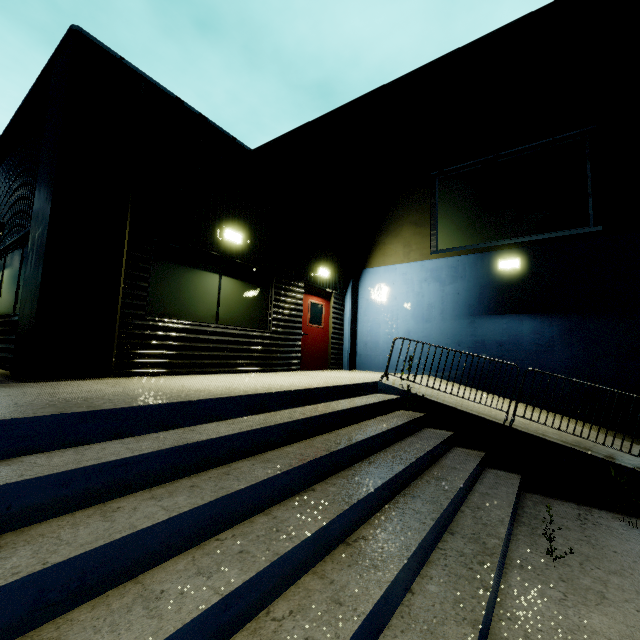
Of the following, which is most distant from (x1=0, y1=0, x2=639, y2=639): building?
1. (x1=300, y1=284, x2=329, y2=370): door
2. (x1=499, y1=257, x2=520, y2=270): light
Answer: (x1=499, y1=257, x2=520, y2=270): light

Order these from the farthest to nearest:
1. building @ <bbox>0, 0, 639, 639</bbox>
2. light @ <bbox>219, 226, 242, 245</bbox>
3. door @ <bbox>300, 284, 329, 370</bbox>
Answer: door @ <bbox>300, 284, 329, 370</bbox>, light @ <bbox>219, 226, 242, 245</bbox>, building @ <bbox>0, 0, 639, 639</bbox>

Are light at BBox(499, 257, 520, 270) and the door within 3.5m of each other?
no

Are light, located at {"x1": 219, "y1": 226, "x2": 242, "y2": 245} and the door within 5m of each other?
yes

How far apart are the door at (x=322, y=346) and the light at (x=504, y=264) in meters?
4.8 m

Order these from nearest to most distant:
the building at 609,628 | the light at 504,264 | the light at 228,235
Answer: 1. the building at 609,628
2. the light at 228,235
3. the light at 504,264

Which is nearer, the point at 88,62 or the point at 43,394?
the point at 43,394

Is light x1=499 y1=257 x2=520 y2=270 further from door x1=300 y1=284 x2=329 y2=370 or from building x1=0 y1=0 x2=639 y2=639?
door x1=300 y1=284 x2=329 y2=370
